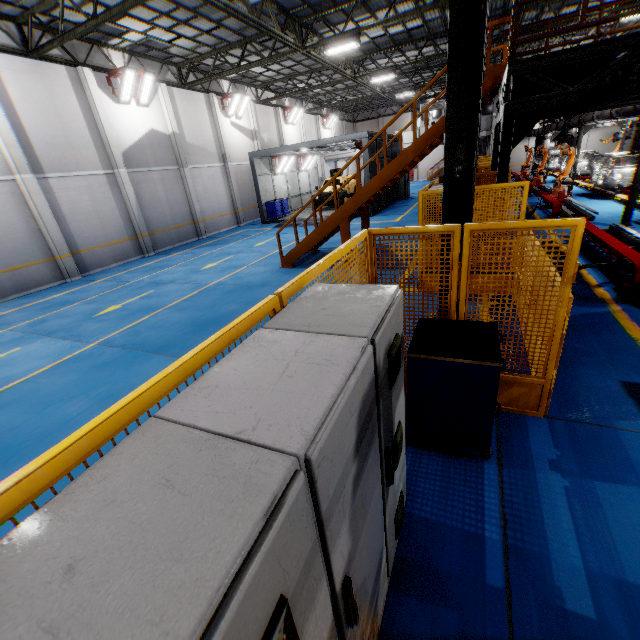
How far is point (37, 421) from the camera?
4.9 meters

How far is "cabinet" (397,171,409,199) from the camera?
24.59m

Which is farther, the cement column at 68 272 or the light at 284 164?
the light at 284 164

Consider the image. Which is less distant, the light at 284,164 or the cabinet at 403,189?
the light at 284,164

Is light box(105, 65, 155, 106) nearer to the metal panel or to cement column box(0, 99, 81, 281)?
cement column box(0, 99, 81, 281)

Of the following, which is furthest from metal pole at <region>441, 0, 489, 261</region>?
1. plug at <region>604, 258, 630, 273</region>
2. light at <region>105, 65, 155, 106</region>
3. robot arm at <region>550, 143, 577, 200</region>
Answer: light at <region>105, 65, 155, 106</region>

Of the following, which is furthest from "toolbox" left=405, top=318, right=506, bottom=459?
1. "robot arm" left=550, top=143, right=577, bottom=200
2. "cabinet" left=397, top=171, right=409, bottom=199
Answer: "cabinet" left=397, top=171, right=409, bottom=199

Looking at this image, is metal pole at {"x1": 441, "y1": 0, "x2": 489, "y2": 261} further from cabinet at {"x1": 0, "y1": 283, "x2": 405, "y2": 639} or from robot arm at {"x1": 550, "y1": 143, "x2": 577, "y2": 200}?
robot arm at {"x1": 550, "y1": 143, "x2": 577, "y2": 200}
